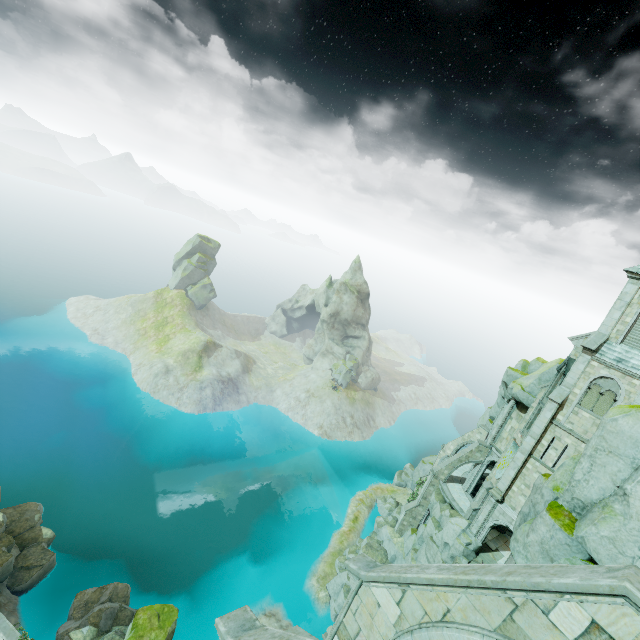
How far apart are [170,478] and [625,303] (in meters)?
59.11

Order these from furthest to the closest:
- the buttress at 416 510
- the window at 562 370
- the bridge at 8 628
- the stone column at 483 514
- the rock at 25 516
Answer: the buttress at 416 510
the stone column at 483 514
the rock at 25 516
the window at 562 370
the bridge at 8 628

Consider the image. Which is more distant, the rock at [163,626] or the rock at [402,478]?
the rock at [402,478]

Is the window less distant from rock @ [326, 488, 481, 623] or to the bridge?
rock @ [326, 488, 481, 623]

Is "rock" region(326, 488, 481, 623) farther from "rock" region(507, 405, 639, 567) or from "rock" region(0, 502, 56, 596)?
"rock" region(0, 502, 56, 596)

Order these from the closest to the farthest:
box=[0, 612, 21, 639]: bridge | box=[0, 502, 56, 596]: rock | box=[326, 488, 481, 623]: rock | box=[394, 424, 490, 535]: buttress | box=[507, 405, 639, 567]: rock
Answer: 1. box=[507, 405, 639, 567]: rock
2. box=[0, 612, 21, 639]: bridge
3. box=[0, 502, 56, 596]: rock
4. box=[326, 488, 481, 623]: rock
5. box=[394, 424, 490, 535]: buttress

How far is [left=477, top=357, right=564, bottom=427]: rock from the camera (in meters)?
31.53

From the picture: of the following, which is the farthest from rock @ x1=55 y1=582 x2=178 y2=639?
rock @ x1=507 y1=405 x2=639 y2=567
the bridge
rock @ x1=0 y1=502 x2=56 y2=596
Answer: rock @ x1=0 y1=502 x2=56 y2=596
